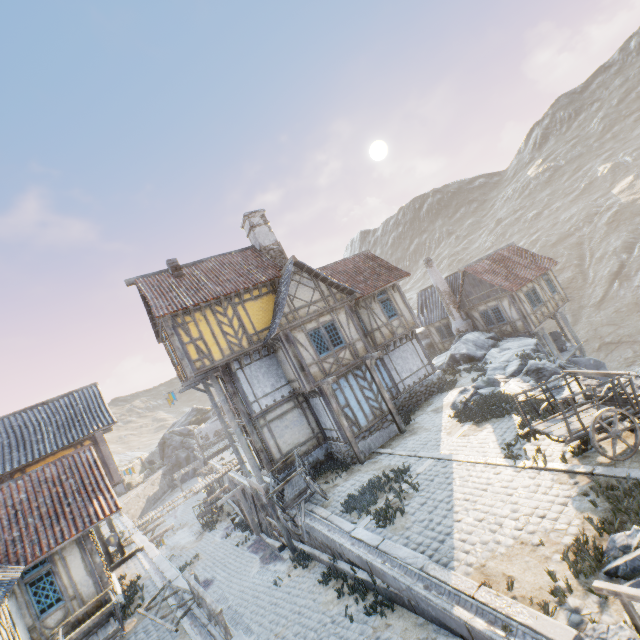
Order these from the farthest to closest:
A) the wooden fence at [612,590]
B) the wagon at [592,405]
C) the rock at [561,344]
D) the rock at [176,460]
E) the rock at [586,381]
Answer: the rock at [176,460] < the rock at [561,344] < the rock at [586,381] < the wagon at [592,405] < the wooden fence at [612,590]

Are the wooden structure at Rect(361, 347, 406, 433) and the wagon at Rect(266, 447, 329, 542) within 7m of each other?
yes

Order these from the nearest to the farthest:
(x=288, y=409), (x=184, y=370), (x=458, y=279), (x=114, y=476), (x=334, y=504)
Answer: (x=334, y=504), (x=184, y=370), (x=288, y=409), (x=114, y=476), (x=458, y=279)

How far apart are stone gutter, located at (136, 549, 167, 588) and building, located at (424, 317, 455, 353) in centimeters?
2415cm

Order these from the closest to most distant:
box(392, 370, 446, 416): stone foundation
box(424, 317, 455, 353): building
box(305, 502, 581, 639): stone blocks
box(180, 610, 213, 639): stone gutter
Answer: box(305, 502, 581, 639): stone blocks, box(180, 610, 213, 639): stone gutter, box(392, 370, 446, 416): stone foundation, box(424, 317, 455, 353): building

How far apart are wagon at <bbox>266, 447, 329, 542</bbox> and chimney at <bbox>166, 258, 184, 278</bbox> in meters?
10.4 m

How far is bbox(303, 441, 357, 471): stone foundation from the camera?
14.77m

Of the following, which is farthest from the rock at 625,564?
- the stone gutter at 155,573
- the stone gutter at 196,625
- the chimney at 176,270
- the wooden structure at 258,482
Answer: the chimney at 176,270
